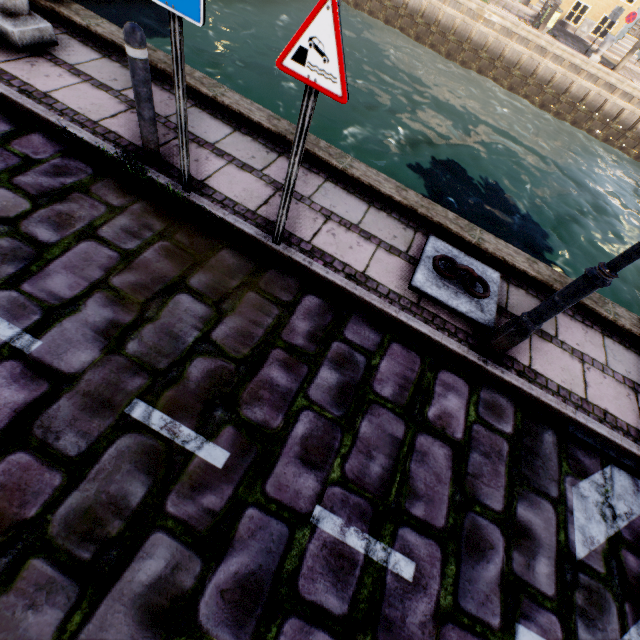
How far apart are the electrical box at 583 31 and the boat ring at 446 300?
29.7 meters

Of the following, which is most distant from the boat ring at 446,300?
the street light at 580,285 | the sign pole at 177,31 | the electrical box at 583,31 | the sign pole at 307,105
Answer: the electrical box at 583,31

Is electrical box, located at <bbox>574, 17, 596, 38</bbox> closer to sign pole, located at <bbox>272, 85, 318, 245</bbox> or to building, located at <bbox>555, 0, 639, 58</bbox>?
building, located at <bbox>555, 0, 639, 58</bbox>

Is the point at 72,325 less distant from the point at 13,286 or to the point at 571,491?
the point at 13,286

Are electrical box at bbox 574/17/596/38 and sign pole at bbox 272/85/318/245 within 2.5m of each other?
no

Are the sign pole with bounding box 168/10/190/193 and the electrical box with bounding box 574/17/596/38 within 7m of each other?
no

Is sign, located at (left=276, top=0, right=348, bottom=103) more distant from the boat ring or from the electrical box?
the electrical box

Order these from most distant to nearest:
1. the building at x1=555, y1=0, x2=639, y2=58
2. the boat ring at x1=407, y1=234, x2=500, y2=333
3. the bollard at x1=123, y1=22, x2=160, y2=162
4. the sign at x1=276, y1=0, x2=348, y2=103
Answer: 1. the building at x1=555, y1=0, x2=639, y2=58
2. the boat ring at x1=407, y1=234, x2=500, y2=333
3. the bollard at x1=123, y1=22, x2=160, y2=162
4. the sign at x1=276, y1=0, x2=348, y2=103
